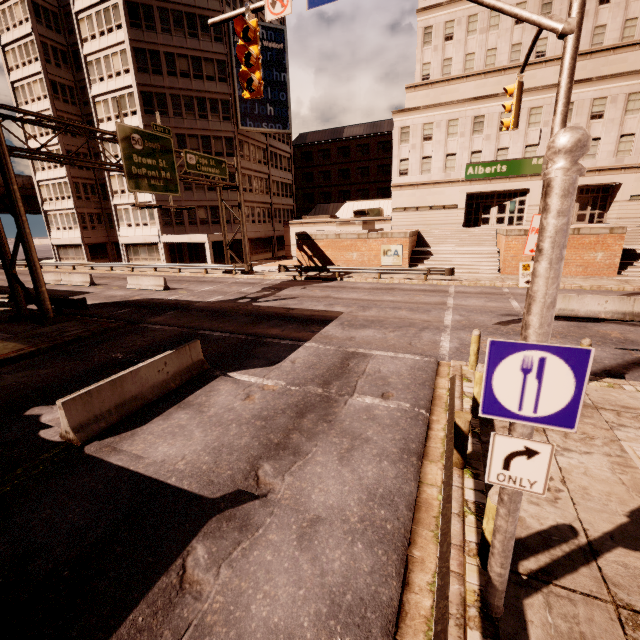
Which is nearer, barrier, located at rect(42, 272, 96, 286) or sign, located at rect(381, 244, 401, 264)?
sign, located at rect(381, 244, 401, 264)

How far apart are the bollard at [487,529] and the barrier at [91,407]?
A: 7.59m

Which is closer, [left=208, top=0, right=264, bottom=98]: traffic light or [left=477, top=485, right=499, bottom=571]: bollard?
[left=477, top=485, right=499, bottom=571]: bollard

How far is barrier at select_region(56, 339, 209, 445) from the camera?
6.9m

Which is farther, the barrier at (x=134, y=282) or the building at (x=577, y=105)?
the building at (x=577, y=105)

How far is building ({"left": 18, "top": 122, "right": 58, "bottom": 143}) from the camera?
39.5m

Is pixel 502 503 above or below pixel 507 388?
below

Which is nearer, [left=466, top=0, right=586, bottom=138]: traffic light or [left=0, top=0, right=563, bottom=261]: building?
[left=466, top=0, right=586, bottom=138]: traffic light
